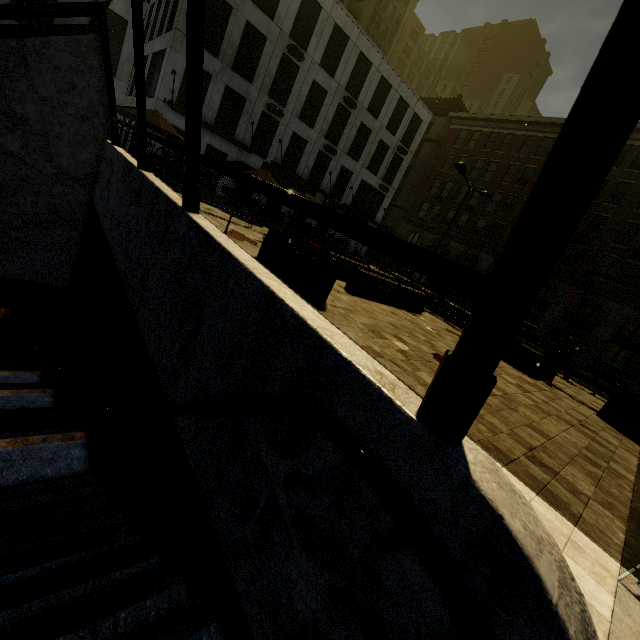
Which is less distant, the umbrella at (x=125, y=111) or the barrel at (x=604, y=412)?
the barrel at (x=604, y=412)

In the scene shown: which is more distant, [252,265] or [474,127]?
[474,127]

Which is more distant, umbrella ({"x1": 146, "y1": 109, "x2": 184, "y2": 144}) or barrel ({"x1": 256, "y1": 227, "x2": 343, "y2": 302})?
umbrella ({"x1": 146, "y1": 109, "x2": 184, "y2": 144})

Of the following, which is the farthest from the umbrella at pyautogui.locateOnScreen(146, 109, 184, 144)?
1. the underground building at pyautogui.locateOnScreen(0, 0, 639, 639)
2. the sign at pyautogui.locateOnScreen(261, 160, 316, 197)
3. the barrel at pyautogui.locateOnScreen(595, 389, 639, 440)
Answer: the barrel at pyautogui.locateOnScreen(595, 389, 639, 440)

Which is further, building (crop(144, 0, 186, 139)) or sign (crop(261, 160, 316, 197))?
sign (crop(261, 160, 316, 197))

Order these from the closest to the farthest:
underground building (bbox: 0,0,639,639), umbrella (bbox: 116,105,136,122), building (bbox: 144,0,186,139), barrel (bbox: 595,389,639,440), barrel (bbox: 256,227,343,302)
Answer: underground building (bbox: 0,0,639,639) → barrel (bbox: 256,227,343,302) → barrel (bbox: 595,389,639,440) → umbrella (bbox: 116,105,136,122) → building (bbox: 144,0,186,139)

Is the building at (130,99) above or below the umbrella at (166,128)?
above

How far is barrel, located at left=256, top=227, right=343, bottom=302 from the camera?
6.8m
